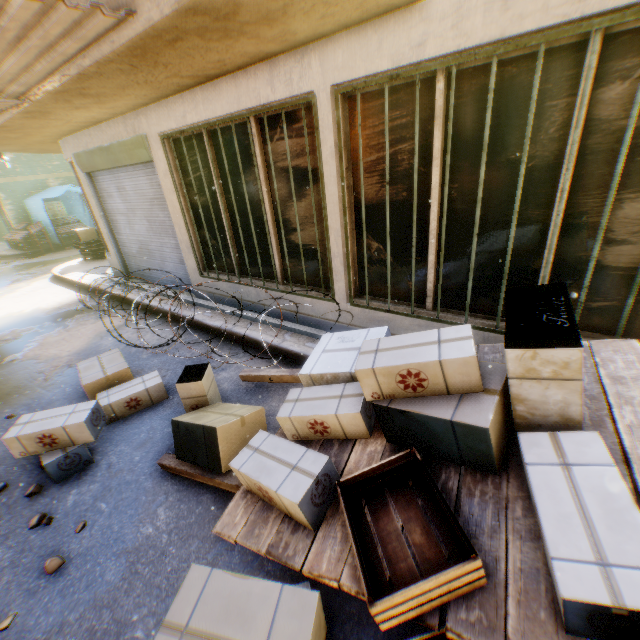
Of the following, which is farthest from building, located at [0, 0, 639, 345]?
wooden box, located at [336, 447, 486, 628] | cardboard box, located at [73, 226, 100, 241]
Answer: wooden box, located at [336, 447, 486, 628]

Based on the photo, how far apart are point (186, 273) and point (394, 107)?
5.2 meters

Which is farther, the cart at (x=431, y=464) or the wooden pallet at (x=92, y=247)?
the wooden pallet at (x=92, y=247)

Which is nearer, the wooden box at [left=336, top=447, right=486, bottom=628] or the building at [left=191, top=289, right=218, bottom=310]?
the wooden box at [left=336, top=447, right=486, bottom=628]

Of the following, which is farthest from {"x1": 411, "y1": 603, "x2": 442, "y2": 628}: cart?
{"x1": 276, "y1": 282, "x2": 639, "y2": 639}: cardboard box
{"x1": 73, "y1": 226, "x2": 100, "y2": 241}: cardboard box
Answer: {"x1": 73, "y1": 226, "x2": 100, "y2": 241}: cardboard box

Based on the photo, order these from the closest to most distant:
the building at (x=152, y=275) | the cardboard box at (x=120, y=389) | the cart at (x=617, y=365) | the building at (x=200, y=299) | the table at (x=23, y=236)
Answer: the cart at (x=617, y=365)
the cardboard box at (x=120, y=389)
the building at (x=200, y=299)
the building at (x=152, y=275)
the table at (x=23, y=236)

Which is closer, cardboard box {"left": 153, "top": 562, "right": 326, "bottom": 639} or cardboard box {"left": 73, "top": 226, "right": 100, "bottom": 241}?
cardboard box {"left": 153, "top": 562, "right": 326, "bottom": 639}

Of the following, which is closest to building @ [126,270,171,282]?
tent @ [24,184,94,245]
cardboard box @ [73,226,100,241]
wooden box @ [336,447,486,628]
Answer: tent @ [24,184,94,245]
